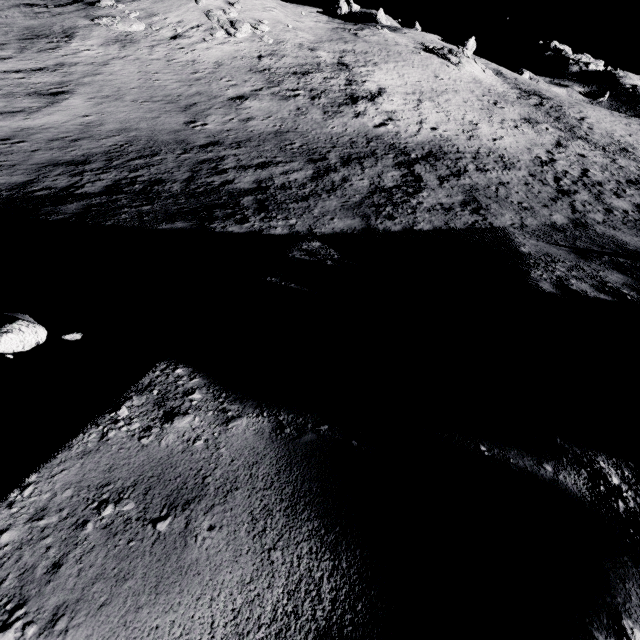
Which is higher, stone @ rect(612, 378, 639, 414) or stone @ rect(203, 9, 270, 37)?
stone @ rect(203, 9, 270, 37)

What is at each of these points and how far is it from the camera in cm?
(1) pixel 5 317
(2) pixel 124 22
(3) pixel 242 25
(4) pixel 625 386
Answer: (1) stone, 197
(2) stone, 2102
(3) stone, 2348
(4) stone, 227

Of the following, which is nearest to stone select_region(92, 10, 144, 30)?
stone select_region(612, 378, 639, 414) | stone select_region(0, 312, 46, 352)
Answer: stone select_region(0, 312, 46, 352)

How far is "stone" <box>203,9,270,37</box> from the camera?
22.9 meters

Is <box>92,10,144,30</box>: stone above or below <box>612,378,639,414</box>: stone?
below

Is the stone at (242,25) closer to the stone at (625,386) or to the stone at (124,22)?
the stone at (124,22)

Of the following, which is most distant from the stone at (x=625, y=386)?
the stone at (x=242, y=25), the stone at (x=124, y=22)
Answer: the stone at (x=124, y=22)

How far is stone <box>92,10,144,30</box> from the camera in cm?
2081
